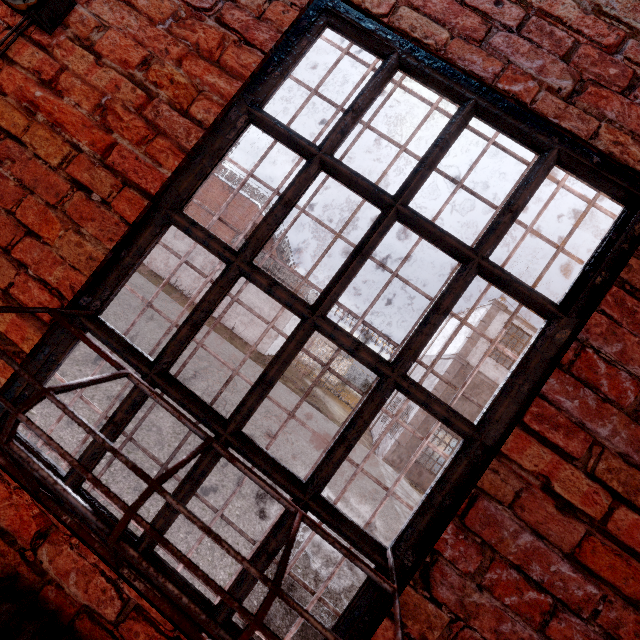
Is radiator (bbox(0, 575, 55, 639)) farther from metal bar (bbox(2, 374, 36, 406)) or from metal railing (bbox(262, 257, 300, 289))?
metal railing (bbox(262, 257, 300, 289))

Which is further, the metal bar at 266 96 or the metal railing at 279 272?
the metal railing at 279 272

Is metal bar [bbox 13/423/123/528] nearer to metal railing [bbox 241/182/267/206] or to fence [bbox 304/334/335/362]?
metal railing [bbox 241/182/267/206]

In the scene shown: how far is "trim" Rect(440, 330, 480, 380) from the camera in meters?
15.1 m

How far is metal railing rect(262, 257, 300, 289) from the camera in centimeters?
1958cm

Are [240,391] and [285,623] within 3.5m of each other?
no

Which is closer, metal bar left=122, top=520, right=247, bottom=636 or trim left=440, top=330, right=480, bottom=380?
metal bar left=122, top=520, right=247, bottom=636

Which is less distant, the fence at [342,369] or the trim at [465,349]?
the trim at [465,349]
